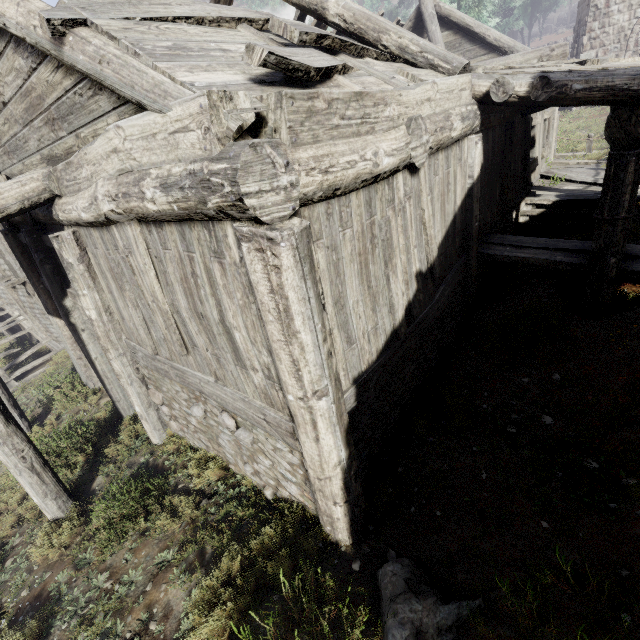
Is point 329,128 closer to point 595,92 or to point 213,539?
point 595,92
